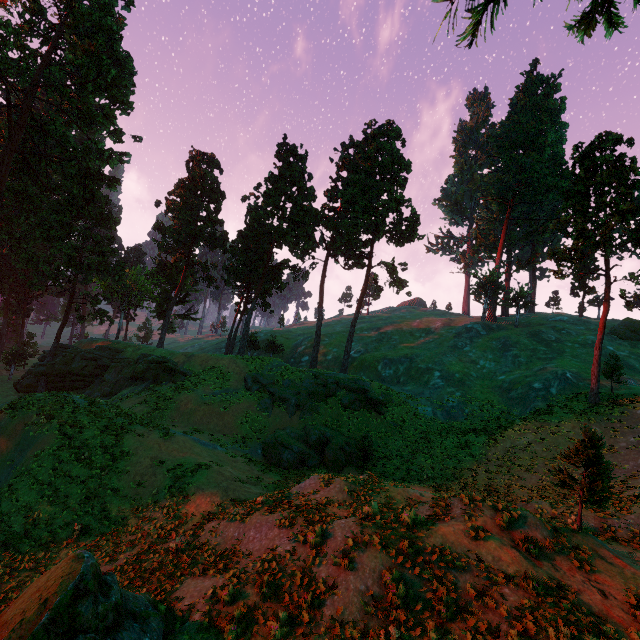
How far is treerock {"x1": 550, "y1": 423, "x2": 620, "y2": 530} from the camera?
11.1m

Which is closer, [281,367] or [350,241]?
[281,367]

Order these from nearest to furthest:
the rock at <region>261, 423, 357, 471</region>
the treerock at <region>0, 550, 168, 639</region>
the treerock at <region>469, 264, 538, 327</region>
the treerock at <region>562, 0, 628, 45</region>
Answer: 1. the treerock at <region>0, 550, 168, 639</region>
2. the treerock at <region>562, 0, 628, 45</region>
3. the rock at <region>261, 423, 357, 471</region>
4. the treerock at <region>469, 264, 538, 327</region>

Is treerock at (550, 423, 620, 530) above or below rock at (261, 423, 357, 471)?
above

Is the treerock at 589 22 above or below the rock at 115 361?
above

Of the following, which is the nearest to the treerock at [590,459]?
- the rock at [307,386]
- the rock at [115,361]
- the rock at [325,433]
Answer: the rock at [115,361]

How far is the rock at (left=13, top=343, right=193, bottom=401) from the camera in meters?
34.4
